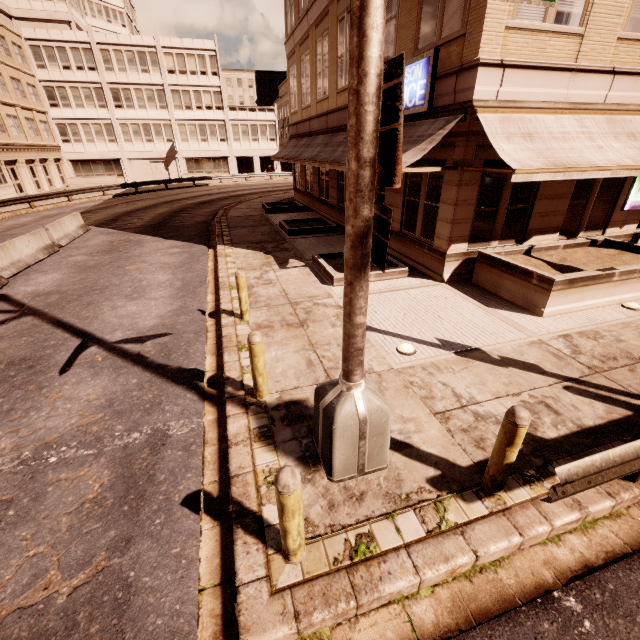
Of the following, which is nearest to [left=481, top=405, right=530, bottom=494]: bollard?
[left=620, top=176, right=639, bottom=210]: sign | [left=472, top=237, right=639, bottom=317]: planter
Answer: [left=472, top=237, right=639, bottom=317]: planter

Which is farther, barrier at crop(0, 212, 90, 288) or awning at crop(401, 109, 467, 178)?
barrier at crop(0, 212, 90, 288)

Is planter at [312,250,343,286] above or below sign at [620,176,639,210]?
below

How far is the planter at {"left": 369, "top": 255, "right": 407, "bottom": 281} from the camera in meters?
10.0 m

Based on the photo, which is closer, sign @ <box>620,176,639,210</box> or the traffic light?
the traffic light

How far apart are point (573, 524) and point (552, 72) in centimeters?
982cm

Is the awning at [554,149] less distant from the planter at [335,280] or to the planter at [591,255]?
the planter at [591,255]

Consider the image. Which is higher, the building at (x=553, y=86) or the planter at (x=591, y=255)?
the building at (x=553, y=86)
